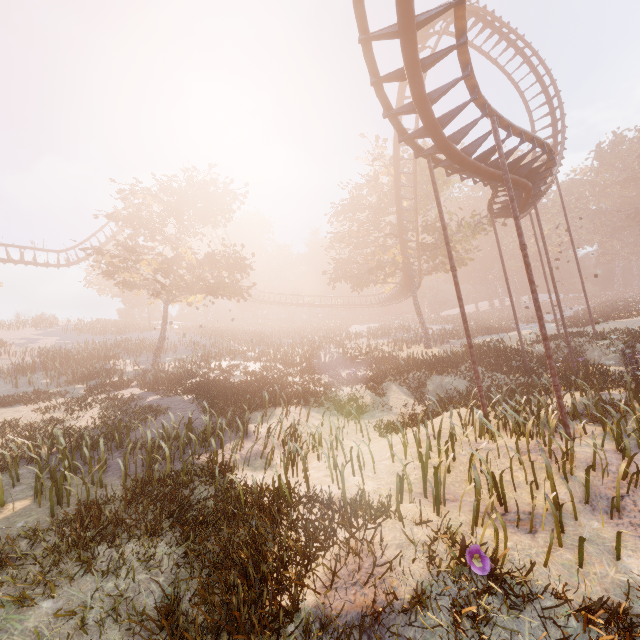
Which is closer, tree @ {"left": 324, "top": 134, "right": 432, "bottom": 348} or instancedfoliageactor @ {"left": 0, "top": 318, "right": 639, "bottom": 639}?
instancedfoliageactor @ {"left": 0, "top": 318, "right": 639, "bottom": 639}

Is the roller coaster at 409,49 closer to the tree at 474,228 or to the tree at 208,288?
the tree at 474,228

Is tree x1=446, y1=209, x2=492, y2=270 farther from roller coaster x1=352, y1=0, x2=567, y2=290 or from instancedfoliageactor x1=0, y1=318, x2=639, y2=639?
instancedfoliageactor x1=0, y1=318, x2=639, y2=639

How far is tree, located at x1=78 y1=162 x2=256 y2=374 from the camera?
21.59m

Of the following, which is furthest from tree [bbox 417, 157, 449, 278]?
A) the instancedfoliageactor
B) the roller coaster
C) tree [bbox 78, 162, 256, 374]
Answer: the instancedfoliageactor

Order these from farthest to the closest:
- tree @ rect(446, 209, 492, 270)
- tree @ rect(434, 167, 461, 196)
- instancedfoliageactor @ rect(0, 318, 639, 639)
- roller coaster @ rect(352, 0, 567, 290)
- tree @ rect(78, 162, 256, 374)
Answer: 1. tree @ rect(446, 209, 492, 270)
2. tree @ rect(434, 167, 461, 196)
3. tree @ rect(78, 162, 256, 374)
4. roller coaster @ rect(352, 0, 567, 290)
5. instancedfoliageactor @ rect(0, 318, 639, 639)

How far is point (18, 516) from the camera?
7.3m

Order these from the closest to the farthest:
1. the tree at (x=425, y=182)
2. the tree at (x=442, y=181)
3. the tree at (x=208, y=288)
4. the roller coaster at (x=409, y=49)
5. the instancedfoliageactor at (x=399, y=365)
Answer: the instancedfoliageactor at (x=399, y=365), the roller coaster at (x=409, y=49), the tree at (x=208, y=288), the tree at (x=425, y=182), the tree at (x=442, y=181)
